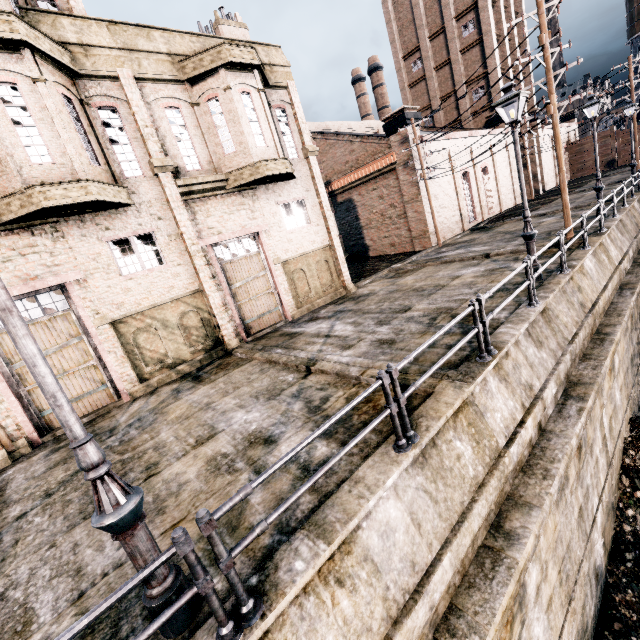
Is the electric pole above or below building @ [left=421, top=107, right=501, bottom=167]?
below

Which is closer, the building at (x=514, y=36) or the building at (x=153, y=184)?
the building at (x=153, y=184)

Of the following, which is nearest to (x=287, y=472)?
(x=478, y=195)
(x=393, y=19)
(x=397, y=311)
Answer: (x=397, y=311)

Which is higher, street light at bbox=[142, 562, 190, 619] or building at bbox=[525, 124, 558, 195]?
building at bbox=[525, 124, 558, 195]

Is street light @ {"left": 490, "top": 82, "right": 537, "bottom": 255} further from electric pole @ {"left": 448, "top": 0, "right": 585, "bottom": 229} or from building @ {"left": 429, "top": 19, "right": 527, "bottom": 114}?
building @ {"left": 429, "top": 19, "right": 527, "bottom": 114}

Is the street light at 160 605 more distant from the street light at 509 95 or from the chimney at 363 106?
the chimney at 363 106

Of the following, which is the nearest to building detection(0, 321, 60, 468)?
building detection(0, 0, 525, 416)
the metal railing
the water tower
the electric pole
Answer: building detection(0, 0, 525, 416)

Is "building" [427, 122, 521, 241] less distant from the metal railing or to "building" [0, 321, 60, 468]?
"building" [0, 321, 60, 468]
